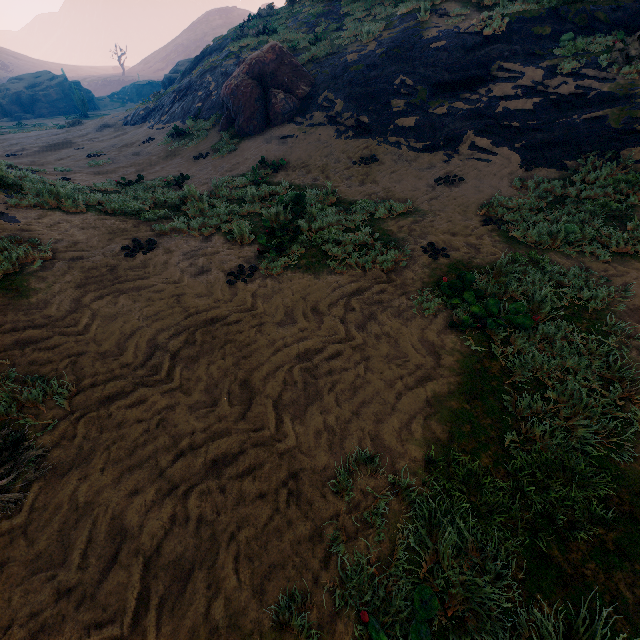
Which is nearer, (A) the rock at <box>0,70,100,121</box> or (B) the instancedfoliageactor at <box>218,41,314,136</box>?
(B) the instancedfoliageactor at <box>218,41,314,136</box>

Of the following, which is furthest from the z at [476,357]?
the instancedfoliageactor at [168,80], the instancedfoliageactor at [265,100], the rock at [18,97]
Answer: the rock at [18,97]

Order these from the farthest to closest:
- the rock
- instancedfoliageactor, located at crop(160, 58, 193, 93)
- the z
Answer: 1. the rock
2. instancedfoliageactor, located at crop(160, 58, 193, 93)
3. the z

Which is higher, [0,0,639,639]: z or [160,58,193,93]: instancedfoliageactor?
[160,58,193,93]: instancedfoliageactor

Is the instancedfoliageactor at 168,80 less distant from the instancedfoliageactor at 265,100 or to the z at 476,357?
the z at 476,357

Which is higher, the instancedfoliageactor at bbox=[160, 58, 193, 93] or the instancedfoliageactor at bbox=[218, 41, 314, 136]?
the instancedfoliageactor at bbox=[160, 58, 193, 93]

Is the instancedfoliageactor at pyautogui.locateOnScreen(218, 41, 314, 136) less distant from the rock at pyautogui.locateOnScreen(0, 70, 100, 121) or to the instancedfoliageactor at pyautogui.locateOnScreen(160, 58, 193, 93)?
the instancedfoliageactor at pyautogui.locateOnScreen(160, 58, 193, 93)

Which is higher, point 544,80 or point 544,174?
point 544,80
